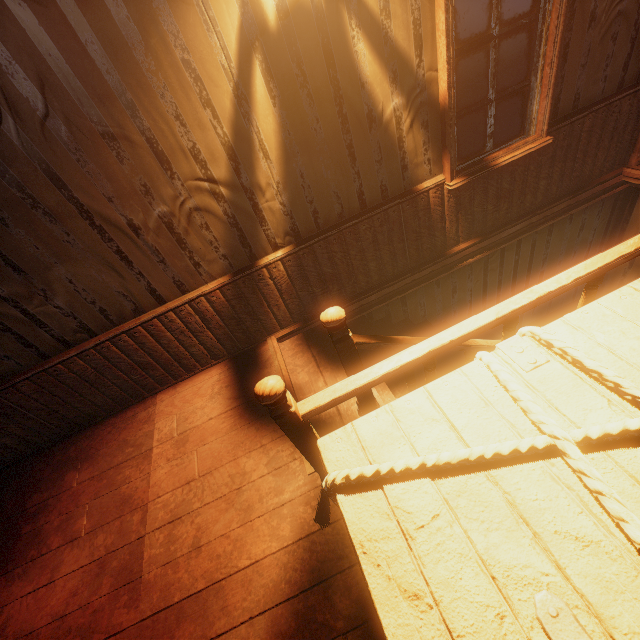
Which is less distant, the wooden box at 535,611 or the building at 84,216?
the wooden box at 535,611

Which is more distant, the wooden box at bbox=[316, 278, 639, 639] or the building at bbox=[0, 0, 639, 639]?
the building at bbox=[0, 0, 639, 639]

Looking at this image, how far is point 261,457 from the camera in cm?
250
